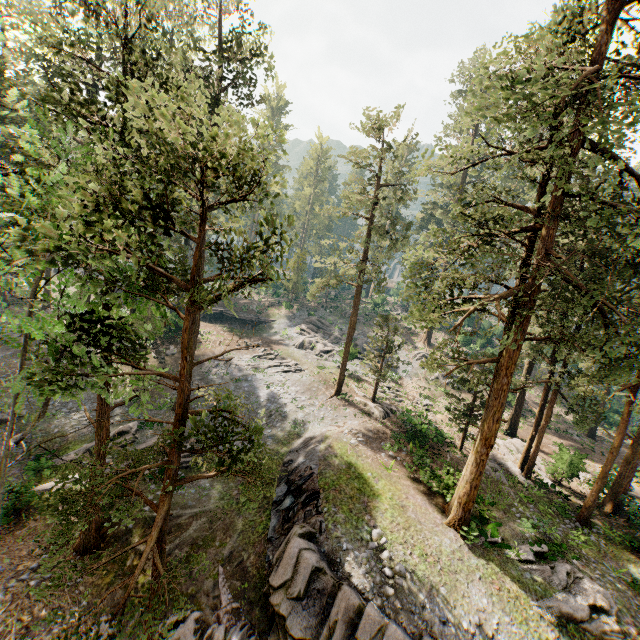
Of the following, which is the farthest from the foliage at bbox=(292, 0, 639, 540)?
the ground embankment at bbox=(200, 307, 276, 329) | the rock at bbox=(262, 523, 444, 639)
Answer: the ground embankment at bbox=(200, 307, 276, 329)

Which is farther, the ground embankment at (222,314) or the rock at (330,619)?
the ground embankment at (222,314)

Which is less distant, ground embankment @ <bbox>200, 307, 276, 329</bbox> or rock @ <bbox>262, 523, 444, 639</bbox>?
rock @ <bbox>262, 523, 444, 639</bbox>

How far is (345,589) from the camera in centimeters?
1230cm

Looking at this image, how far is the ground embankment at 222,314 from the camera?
45.9 meters

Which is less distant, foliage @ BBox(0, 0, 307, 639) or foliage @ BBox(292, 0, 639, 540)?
foliage @ BBox(0, 0, 307, 639)

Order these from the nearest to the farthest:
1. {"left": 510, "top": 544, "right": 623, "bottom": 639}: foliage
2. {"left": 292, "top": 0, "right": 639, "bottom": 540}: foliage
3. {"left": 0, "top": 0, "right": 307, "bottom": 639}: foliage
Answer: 1. {"left": 0, "top": 0, "right": 307, "bottom": 639}: foliage
2. {"left": 292, "top": 0, "right": 639, "bottom": 540}: foliage
3. {"left": 510, "top": 544, "right": 623, "bottom": 639}: foliage

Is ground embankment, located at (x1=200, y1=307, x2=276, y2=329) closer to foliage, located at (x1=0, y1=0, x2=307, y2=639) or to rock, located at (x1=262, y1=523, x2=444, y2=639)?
foliage, located at (x1=0, y1=0, x2=307, y2=639)
